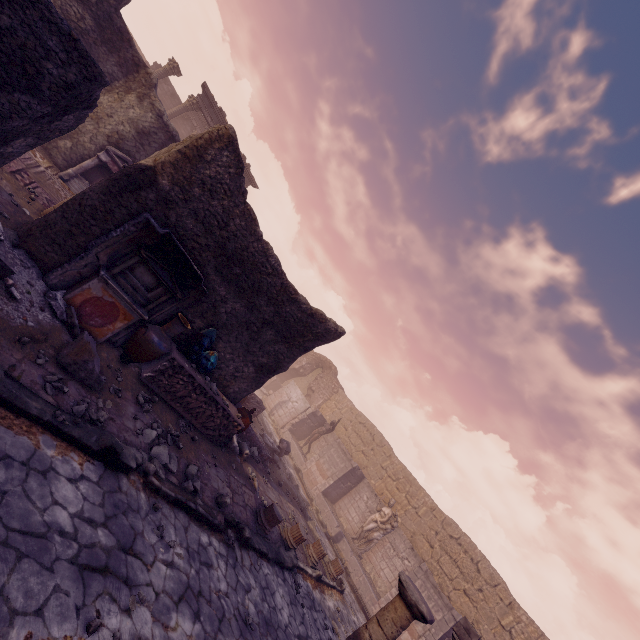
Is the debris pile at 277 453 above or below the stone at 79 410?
above

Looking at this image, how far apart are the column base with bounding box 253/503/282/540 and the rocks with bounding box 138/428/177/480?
3.0m

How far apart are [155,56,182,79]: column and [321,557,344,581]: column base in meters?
24.0

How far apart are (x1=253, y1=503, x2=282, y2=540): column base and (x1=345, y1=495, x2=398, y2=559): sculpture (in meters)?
8.86

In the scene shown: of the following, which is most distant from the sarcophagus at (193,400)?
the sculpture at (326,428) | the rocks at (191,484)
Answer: the sculpture at (326,428)

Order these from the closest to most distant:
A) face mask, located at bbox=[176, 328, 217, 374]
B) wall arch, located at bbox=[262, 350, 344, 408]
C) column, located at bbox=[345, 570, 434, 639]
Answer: column, located at bbox=[345, 570, 434, 639] < face mask, located at bbox=[176, 328, 217, 374] < wall arch, located at bbox=[262, 350, 344, 408]

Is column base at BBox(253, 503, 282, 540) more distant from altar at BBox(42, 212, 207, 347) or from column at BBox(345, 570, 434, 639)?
altar at BBox(42, 212, 207, 347)

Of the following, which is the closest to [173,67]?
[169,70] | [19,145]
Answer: [169,70]
